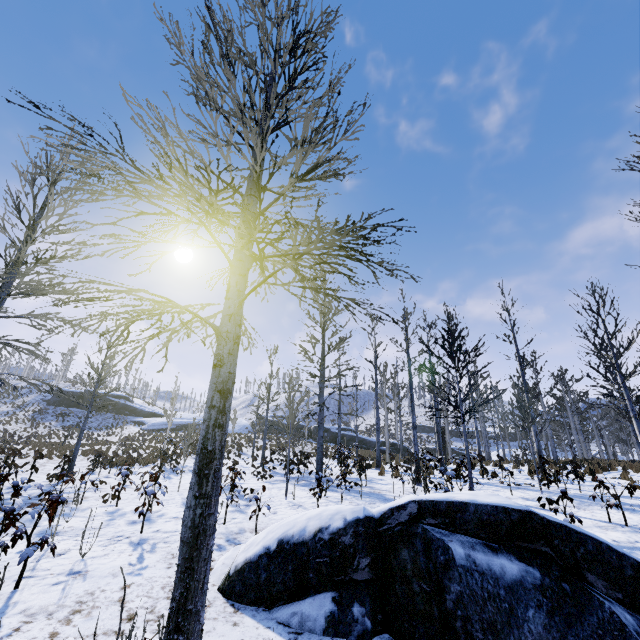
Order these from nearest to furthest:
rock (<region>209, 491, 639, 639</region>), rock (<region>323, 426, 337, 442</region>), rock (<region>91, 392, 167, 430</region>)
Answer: rock (<region>209, 491, 639, 639</region>) < rock (<region>323, 426, 337, 442</region>) < rock (<region>91, 392, 167, 430</region>)

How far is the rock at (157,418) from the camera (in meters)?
41.84

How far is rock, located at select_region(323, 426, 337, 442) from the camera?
40.8m

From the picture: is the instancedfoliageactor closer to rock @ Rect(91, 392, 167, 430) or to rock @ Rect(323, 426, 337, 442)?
rock @ Rect(323, 426, 337, 442)

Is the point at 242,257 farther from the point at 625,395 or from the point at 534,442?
the point at 625,395

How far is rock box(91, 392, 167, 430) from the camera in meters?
41.8 m

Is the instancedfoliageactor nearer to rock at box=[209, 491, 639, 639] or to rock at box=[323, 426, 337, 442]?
rock at box=[209, 491, 639, 639]

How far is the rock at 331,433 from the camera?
40.8m
